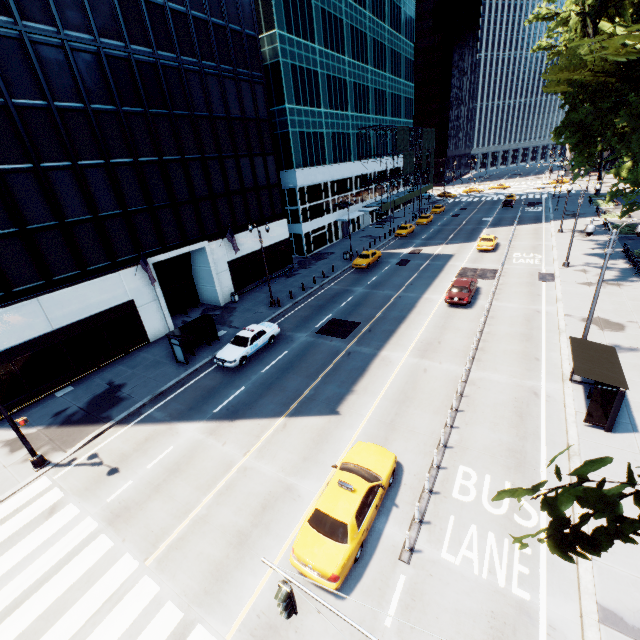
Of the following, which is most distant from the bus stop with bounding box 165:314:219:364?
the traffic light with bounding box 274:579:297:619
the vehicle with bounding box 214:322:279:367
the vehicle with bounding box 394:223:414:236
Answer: the vehicle with bounding box 394:223:414:236

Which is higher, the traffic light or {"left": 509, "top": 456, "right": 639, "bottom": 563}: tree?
{"left": 509, "top": 456, "right": 639, "bottom": 563}: tree

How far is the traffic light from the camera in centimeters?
576cm

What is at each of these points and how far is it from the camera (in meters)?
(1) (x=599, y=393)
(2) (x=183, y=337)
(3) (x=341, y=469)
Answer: (1) bus stop, 12.80
(2) bus stop, 22.39
(3) vehicle, 11.72

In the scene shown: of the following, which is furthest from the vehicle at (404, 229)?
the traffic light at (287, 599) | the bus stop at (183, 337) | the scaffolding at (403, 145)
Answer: the traffic light at (287, 599)

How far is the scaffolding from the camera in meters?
50.9

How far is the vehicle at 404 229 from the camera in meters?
48.2 m

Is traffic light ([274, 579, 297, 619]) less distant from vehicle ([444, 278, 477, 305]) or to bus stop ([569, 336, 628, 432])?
A: bus stop ([569, 336, 628, 432])
